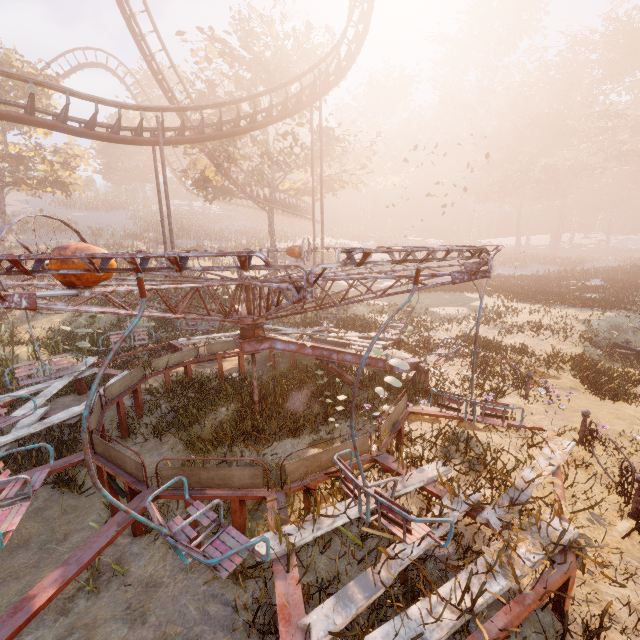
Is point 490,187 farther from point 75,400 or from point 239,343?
point 75,400

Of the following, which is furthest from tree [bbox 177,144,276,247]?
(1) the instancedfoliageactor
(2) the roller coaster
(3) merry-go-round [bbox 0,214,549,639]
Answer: (1) the instancedfoliageactor

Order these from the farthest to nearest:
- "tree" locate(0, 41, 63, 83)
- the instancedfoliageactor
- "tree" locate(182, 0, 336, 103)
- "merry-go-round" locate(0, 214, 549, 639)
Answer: "tree" locate(0, 41, 63, 83)
"tree" locate(182, 0, 336, 103)
the instancedfoliageactor
"merry-go-round" locate(0, 214, 549, 639)

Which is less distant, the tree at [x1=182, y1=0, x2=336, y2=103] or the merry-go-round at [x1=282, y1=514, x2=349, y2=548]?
the merry-go-round at [x1=282, y1=514, x2=349, y2=548]

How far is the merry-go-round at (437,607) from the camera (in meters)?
2.94

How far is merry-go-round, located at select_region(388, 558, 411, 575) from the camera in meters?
3.4

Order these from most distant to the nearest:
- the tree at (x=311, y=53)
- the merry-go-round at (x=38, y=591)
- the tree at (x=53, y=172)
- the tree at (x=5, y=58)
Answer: the tree at (x=53, y=172) < the tree at (x=5, y=58) < the tree at (x=311, y=53) < the merry-go-round at (x=38, y=591)
